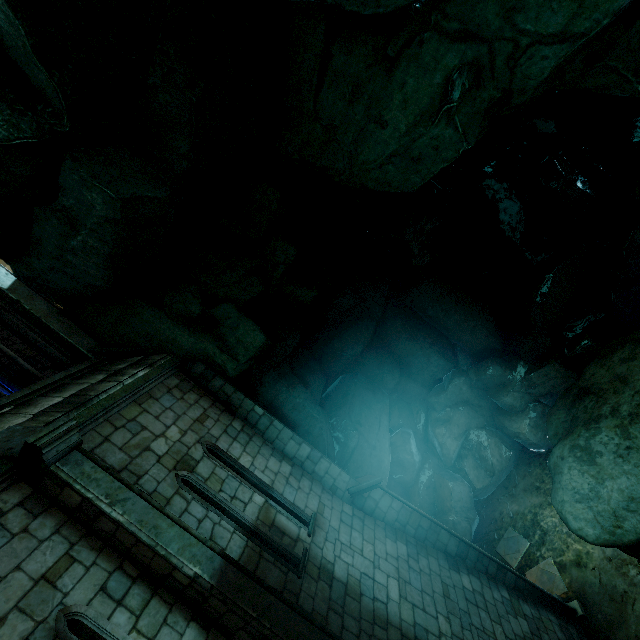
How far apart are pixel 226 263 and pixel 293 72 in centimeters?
491cm
